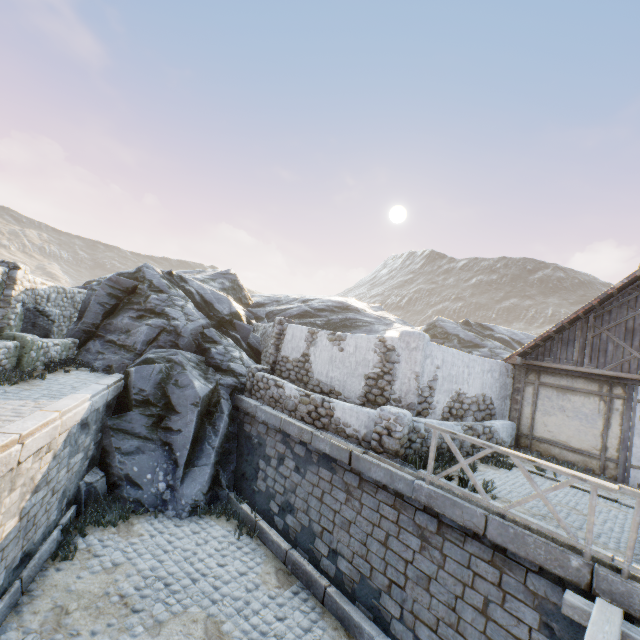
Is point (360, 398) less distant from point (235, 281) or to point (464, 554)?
point (464, 554)

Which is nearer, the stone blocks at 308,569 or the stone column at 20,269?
the stone blocks at 308,569

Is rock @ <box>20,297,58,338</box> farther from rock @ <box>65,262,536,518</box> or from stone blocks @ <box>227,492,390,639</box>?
rock @ <box>65,262,536,518</box>

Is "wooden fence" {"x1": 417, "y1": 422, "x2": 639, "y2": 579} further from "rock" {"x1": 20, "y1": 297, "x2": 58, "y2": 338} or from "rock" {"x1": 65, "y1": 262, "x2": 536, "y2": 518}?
"rock" {"x1": 20, "y1": 297, "x2": 58, "y2": 338}

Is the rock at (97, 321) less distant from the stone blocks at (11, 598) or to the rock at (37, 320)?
the stone blocks at (11, 598)

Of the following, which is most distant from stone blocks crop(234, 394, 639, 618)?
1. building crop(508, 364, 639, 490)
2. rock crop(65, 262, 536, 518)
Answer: building crop(508, 364, 639, 490)

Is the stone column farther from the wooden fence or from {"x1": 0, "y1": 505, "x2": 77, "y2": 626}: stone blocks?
the wooden fence
